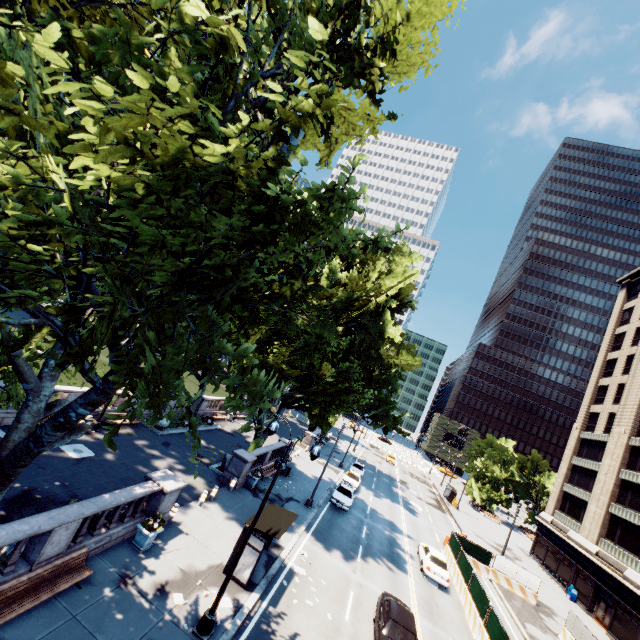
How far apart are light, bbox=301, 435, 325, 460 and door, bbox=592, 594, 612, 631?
39.0m

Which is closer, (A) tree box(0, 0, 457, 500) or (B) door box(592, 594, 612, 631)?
(A) tree box(0, 0, 457, 500)

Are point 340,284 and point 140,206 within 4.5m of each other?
no

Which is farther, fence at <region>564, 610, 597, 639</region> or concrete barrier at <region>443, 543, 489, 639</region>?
fence at <region>564, 610, 597, 639</region>

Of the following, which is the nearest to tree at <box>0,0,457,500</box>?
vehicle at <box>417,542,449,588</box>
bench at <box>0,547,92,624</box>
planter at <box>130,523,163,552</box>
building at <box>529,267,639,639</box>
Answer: bench at <box>0,547,92,624</box>

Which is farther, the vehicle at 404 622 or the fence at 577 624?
the fence at 577 624

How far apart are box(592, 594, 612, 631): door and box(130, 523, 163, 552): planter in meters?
41.3

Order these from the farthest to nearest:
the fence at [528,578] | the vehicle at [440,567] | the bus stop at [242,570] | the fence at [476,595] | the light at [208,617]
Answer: the fence at [528,578]
the vehicle at [440,567]
the fence at [476,595]
the bus stop at [242,570]
the light at [208,617]
